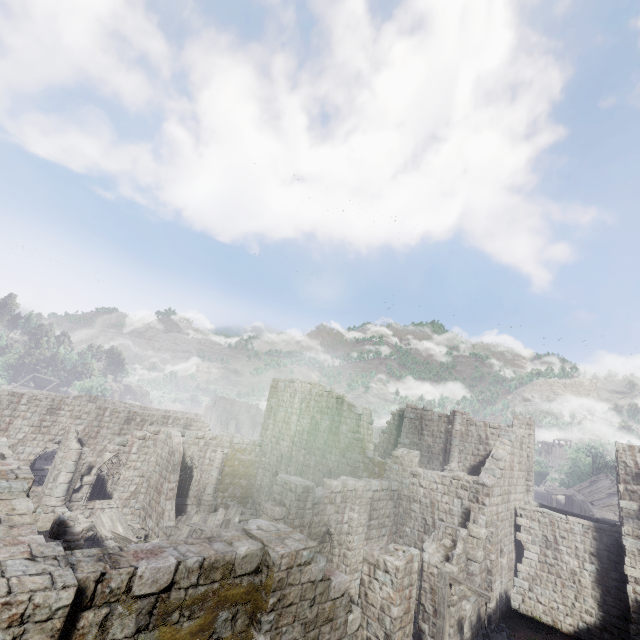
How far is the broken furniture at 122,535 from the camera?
17.9m

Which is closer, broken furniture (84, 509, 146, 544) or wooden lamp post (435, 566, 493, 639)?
wooden lamp post (435, 566, 493, 639)

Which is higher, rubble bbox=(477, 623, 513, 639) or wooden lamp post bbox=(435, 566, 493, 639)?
wooden lamp post bbox=(435, 566, 493, 639)

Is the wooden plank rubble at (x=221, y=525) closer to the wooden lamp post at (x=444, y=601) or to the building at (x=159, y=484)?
the building at (x=159, y=484)

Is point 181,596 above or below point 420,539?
above

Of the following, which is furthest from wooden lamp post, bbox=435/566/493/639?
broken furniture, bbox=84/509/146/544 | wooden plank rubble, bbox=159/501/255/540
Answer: broken furniture, bbox=84/509/146/544

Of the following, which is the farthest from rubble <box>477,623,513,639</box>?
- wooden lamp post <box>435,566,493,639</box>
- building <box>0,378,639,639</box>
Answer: wooden lamp post <box>435,566,493,639</box>

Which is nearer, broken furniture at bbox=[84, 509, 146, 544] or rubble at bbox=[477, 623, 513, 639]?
rubble at bbox=[477, 623, 513, 639]
